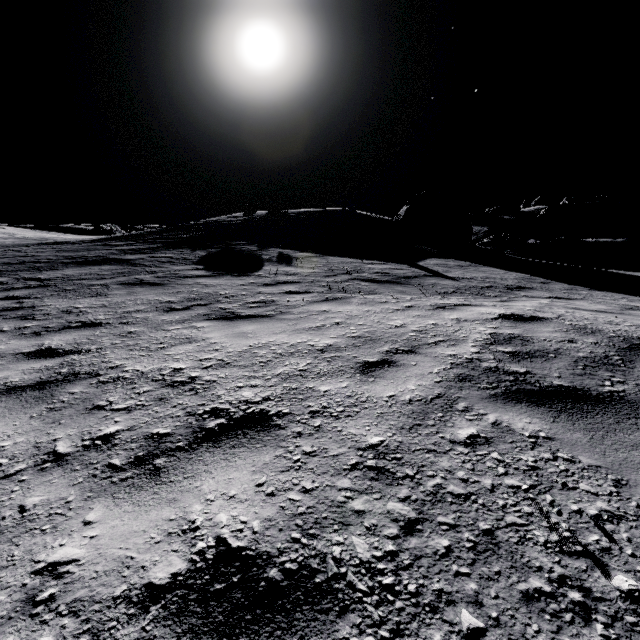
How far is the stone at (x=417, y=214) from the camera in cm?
1977

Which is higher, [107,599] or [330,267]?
[330,267]

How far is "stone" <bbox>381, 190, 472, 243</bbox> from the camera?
19.8m
